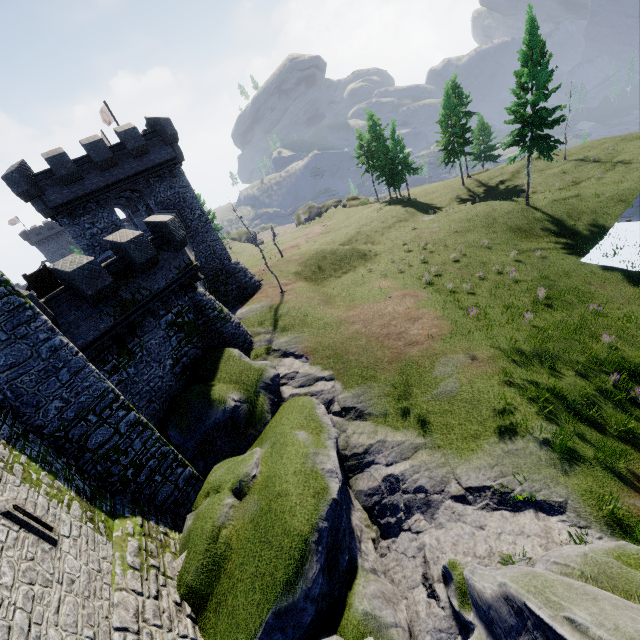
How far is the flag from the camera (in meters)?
30.45

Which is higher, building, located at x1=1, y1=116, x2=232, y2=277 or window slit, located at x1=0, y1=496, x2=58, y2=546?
building, located at x1=1, y1=116, x2=232, y2=277

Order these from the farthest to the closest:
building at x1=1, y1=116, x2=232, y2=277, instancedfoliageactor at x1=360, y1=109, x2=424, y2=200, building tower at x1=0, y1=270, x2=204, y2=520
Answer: instancedfoliageactor at x1=360, y1=109, x2=424, y2=200
building at x1=1, y1=116, x2=232, y2=277
building tower at x1=0, y1=270, x2=204, y2=520

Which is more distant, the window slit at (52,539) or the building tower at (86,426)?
the building tower at (86,426)

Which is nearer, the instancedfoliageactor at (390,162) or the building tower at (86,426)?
the building tower at (86,426)

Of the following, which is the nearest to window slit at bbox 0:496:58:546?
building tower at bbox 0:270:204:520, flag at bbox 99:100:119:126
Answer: building tower at bbox 0:270:204:520

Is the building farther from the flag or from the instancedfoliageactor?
the instancedfoliageactor

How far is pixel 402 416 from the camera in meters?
14.7 m
